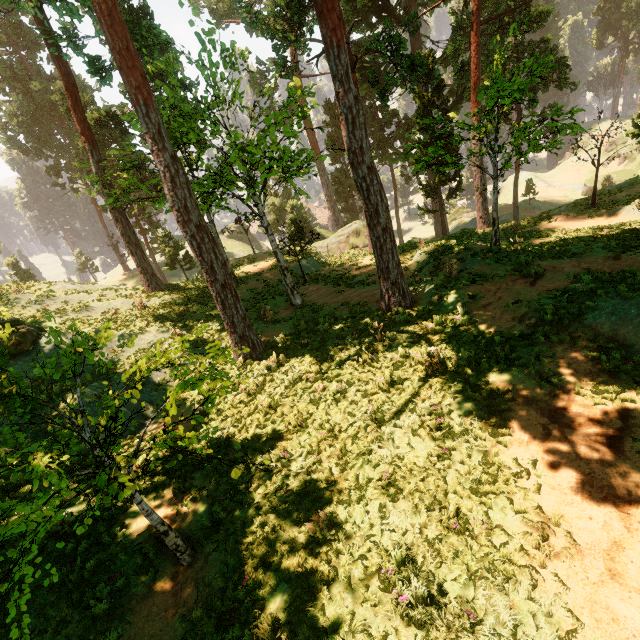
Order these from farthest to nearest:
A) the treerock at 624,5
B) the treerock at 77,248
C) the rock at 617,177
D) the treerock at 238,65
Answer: the treerock at 77,248
the treerock at 624,5
the rock at 617,177
the treerock at 238,65

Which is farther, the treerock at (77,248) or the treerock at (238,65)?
the treerock at (77,248)

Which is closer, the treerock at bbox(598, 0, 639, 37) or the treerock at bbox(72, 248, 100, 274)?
the treerock at bbox(598, 0, 639, 37)

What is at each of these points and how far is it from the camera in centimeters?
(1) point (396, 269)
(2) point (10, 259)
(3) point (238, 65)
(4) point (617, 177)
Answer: (1) treerock, 1244cm
(2) treerock, 4350cm
(3) treerock, 1216cm
(4) rock, 5012cm

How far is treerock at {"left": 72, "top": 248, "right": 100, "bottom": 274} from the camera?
55.75m

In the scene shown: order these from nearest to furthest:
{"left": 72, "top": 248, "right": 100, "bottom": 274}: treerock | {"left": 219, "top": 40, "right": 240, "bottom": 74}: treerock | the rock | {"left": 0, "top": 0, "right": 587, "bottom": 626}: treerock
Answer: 1. {"left": 0, "top": 0, "right": 587, "bottom": 626}: treerock
2. {"left": 219, "top": 40, "right": 240, "bottom": 74}: treerock
3. the rock
4. {"left": 72, "top": 248, "right": 100, "bottom": 274}: treerock

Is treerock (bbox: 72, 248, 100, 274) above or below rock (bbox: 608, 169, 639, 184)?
above
